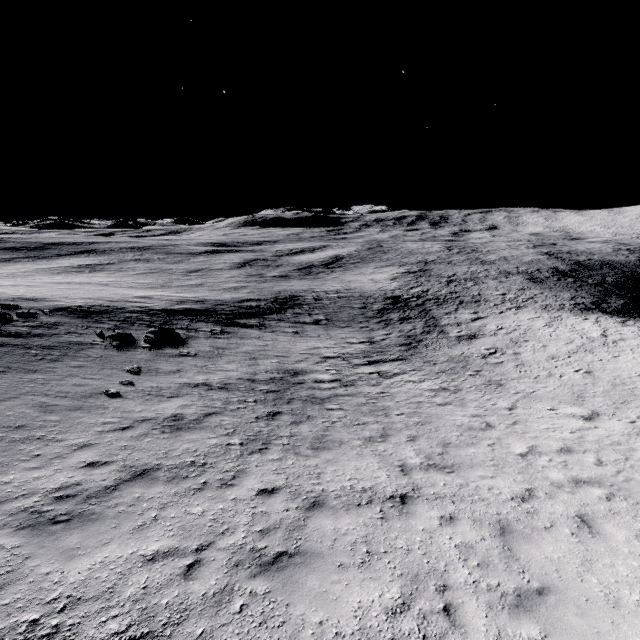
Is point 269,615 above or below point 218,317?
above
